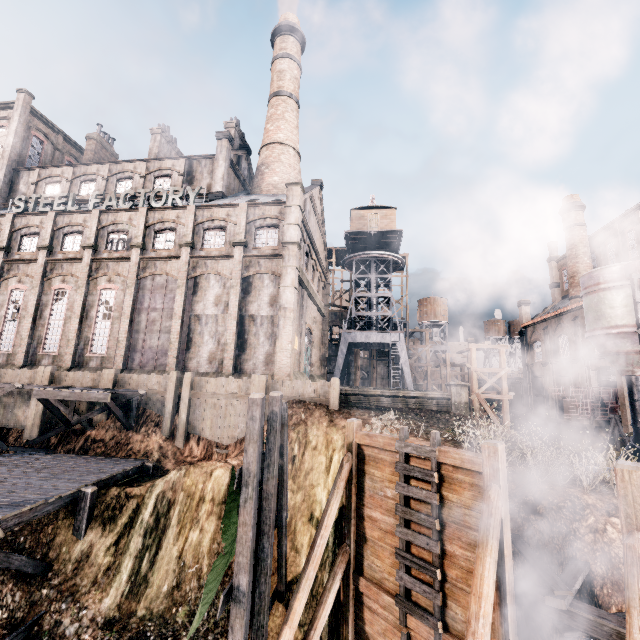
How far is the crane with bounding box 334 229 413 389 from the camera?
37.3m

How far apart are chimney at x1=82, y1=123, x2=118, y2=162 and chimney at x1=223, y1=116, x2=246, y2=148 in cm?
1684

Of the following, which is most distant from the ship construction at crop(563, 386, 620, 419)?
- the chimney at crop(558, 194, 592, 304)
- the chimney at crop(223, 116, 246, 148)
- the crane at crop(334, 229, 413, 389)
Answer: the chimney at crop(223, 116, 246, 148)

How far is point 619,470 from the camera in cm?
581

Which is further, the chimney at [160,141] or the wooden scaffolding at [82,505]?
the chimney at [160,141]

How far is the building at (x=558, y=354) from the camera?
32.72m

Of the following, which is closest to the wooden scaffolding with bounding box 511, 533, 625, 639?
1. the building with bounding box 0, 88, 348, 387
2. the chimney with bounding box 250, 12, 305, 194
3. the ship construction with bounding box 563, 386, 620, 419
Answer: the building with bounding box 0, 88, 348, 387

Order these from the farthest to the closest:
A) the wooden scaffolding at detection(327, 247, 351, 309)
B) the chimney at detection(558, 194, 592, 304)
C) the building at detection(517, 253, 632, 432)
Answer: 1. the wooden scaffolding at detection(327, 247, 351, 309)
2. the chimney at detection(558, 194, 592, 304)
3. the building at detection(517, 253, 632, 432)
